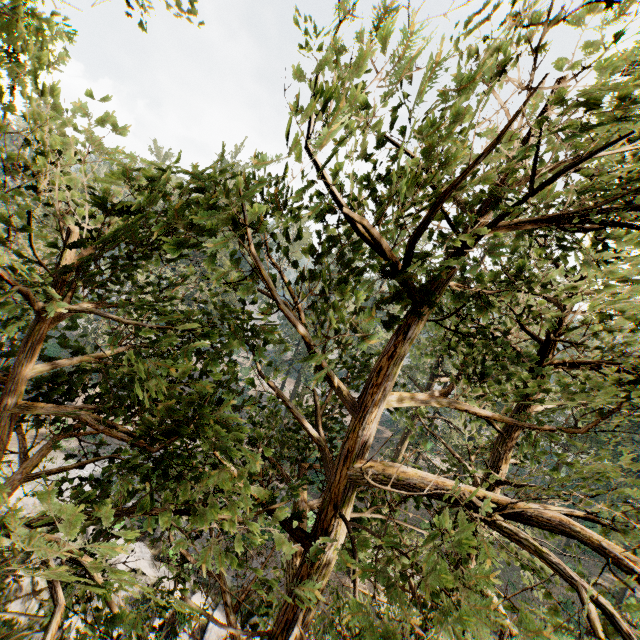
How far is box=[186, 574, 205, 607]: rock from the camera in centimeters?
1997cm

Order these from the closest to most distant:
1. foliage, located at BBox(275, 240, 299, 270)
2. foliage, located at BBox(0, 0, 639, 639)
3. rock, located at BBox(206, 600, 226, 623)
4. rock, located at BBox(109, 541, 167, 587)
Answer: foliage, located at BBox(0, 0, 639, 639) < foliage, located at BBox(275, 240, 299, 270) < rock, located at BBox(206, 600, 226, 623) < rock, located at BBox(109, 541, 167, 587)

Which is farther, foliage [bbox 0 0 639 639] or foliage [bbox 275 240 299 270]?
foliage [bbox 275 240 299 270]

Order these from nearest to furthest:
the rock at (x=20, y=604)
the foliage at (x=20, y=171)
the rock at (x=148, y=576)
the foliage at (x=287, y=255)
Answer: the foliage at (x=20, y=171)
the foliage at (x=287, y=255)
the rock at (x=20, y=604)
the rock at (x=148, y=576)

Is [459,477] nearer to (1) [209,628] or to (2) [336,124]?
(1) [209,628]

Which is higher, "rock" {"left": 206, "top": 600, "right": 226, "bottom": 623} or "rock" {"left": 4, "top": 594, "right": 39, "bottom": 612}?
"rock" {"left": 206, "top": 600, "right": 226, "bottom": 623}

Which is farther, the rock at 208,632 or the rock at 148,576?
the rock at 148,576
